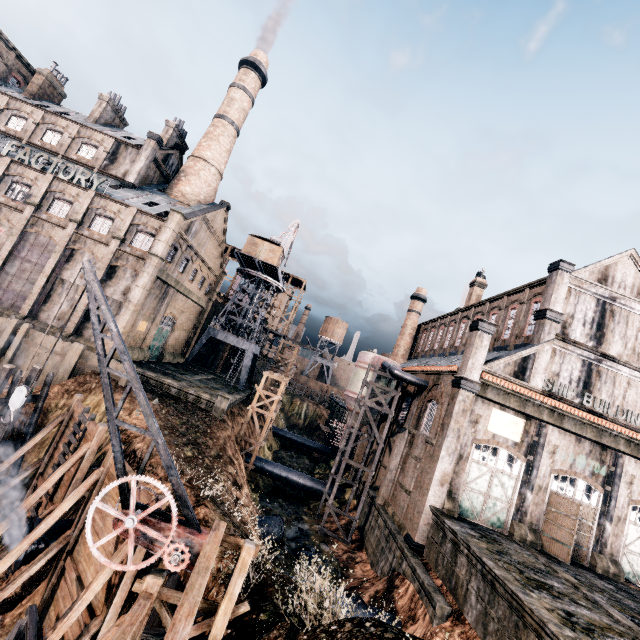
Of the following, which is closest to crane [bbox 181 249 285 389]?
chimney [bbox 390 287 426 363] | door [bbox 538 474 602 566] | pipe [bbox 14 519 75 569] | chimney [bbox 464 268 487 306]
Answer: pipe [bbox 14 519 75 569]

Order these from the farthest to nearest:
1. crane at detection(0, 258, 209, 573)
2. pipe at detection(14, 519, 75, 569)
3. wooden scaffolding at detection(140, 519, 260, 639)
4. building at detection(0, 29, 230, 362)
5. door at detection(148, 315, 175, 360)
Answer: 1. door at detection(148, 315, 175, 360)
2. building at detection(0, 29, 230, 362)
3. pipe at detection(14, 519, 75, 569)
4. crane at detection(0, 258, 209, 573)
5. wooden scaffolding at detection(140, 519, 260, 639)

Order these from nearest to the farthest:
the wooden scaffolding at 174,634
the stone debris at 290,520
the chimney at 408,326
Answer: the wooden scaffolding at 174,634 < the stone debris at 290,520 < the chimney at 408,326

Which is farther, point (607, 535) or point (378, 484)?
point (378, 484)

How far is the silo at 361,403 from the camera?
28.1 meters

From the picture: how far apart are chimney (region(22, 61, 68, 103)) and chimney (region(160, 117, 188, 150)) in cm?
1684

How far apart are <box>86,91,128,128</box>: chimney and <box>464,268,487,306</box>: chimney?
52.7 meters

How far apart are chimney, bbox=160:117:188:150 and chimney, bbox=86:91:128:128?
7.59m
